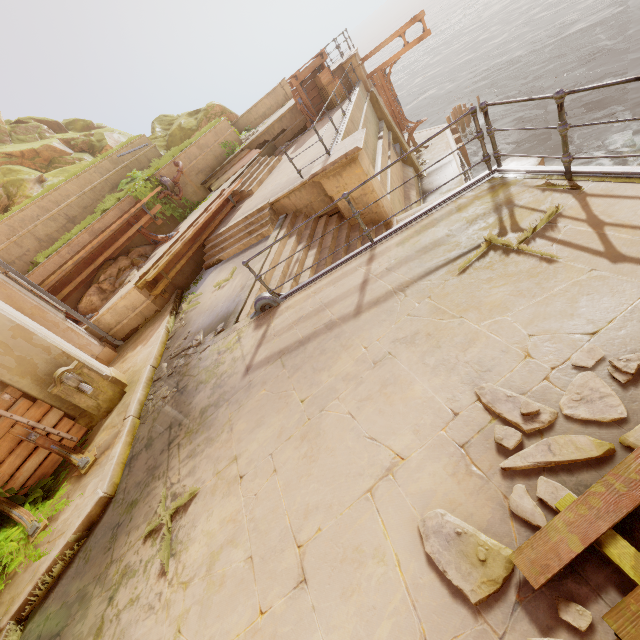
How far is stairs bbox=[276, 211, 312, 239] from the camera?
9.1 meters

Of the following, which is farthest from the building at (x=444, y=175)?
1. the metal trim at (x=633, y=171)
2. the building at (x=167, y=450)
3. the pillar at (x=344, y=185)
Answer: the metal trim at (x=633, y=171)

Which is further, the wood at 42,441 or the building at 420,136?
the building at 420,136

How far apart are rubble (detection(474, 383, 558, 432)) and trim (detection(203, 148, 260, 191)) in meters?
14.4 m

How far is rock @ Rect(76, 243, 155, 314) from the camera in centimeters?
1020cm

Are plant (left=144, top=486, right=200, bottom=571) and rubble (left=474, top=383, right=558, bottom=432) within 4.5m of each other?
yes

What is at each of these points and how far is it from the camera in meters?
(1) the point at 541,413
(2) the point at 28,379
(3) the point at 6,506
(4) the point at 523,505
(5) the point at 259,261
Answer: (1) rubble, 2.3
(2) column, 6.0
(3) wood, 5.4
(4) rubble, 2.1
(5) building, 8.4

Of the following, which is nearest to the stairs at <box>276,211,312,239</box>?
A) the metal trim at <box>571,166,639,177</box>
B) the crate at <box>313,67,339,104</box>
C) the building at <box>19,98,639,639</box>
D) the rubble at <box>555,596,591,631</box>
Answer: the building at <box>19,98,639,639</box>
